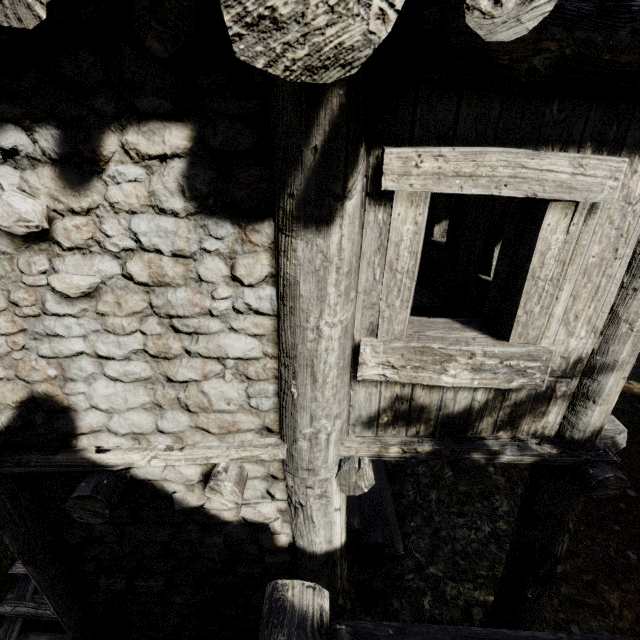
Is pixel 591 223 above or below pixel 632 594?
above
